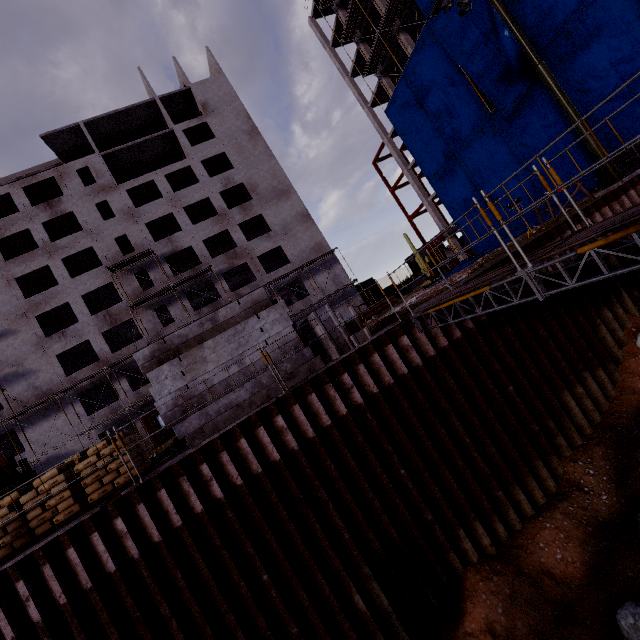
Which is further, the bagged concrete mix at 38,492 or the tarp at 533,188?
the tarp at 533,188

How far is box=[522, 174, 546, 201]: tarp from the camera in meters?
21.0 m

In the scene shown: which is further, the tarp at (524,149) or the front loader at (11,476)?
the tarp at (524,149)

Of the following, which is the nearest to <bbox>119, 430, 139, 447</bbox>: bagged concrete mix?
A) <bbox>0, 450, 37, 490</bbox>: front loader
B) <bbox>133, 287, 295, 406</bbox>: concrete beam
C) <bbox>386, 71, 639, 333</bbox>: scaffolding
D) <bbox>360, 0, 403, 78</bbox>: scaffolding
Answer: <bbox>133, 287, 295, 406</bbox>: concrete beam

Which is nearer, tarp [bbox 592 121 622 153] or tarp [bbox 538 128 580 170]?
tarp [bbox 592 121 622 153]

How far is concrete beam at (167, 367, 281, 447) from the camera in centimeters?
812cm

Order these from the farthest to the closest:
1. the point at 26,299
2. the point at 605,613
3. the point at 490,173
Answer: the point at 26,299, the point at 490,173, the point at 605,613

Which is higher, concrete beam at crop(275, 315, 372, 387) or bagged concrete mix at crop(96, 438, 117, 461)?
bagged concrete mix at crop(96, 438, 117, 461)
